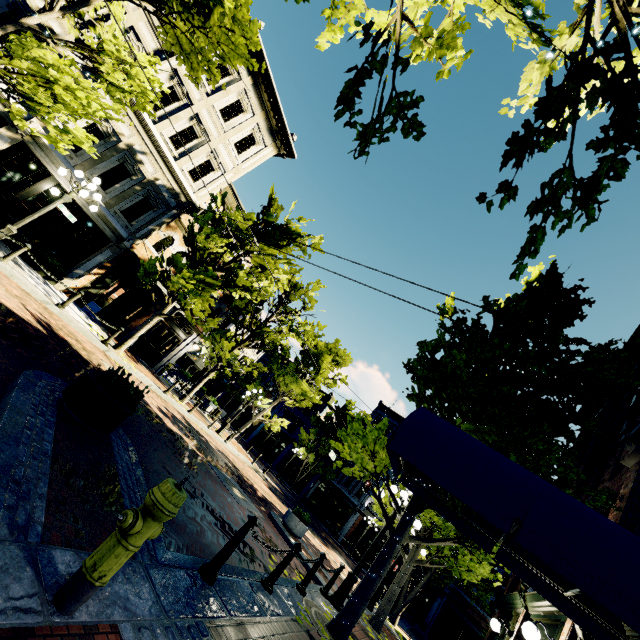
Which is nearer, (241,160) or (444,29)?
(444,29)

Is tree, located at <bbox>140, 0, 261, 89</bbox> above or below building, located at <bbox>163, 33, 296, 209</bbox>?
below

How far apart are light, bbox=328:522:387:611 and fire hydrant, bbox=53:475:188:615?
8.0 meters

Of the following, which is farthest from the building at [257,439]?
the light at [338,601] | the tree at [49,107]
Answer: the light at [338,601]

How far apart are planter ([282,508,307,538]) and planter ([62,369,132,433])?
9.0m

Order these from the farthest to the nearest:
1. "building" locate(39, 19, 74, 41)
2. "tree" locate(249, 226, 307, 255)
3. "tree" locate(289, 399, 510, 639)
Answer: "tree" locate(249, 226, 307, 255) → "building" locate(39, 19, 74, 41) → "tree" locate(289, 399, 510, 639)

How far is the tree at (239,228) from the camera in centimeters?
1315cm

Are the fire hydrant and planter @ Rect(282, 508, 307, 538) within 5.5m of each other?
no
